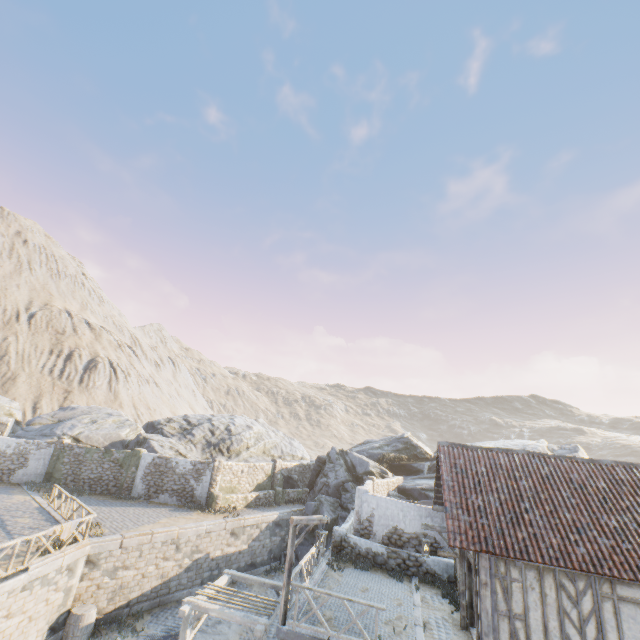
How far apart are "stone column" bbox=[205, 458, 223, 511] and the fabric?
9.03m

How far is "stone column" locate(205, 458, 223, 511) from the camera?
21.8 meters

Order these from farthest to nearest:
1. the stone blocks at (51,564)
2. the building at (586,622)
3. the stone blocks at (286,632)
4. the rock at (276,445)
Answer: the rock at (276,445) < the stone blocks at (51,564) < the stone blocks at (286,632) < the building at (586,622)

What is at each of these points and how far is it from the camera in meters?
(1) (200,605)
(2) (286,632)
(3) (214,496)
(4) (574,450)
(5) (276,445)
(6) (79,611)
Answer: (1) awning, 11.1 m
(2) stone blocks, 9.9 m
(3) stone column, 21.9 m
(4) rock, 26.8 m
(5) rock, 36.3 m
(6) barrel, 13.3 m

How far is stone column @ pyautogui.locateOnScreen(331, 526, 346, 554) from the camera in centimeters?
1644cm

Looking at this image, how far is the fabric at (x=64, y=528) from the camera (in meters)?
12.65

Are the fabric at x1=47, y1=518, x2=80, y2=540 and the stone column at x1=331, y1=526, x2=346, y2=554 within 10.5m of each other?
no

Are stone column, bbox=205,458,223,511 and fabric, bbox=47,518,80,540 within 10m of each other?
yes
